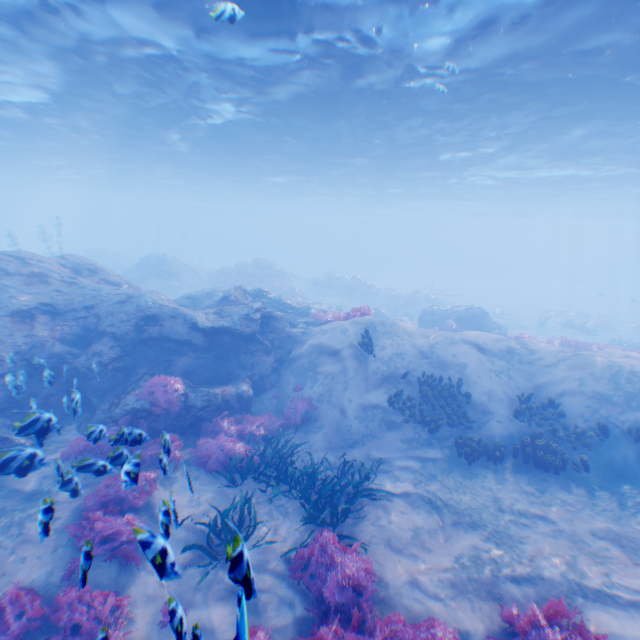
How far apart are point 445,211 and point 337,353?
52.6 meters

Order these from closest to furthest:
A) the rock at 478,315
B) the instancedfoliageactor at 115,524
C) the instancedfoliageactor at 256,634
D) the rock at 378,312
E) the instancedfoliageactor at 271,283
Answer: the instancedfoliageactor at 256,634 < the instancedfoliageactor at 115,524 < the rock at 478,315 < the rock at 378,312 < the instancedfoliageactor at 271,283

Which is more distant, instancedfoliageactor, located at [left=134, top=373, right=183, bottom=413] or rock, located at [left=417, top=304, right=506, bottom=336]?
rock, located at [left=417, top=304, right=506, bottom=336]

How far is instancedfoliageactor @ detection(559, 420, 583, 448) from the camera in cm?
900

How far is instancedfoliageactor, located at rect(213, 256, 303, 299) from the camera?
31.6m

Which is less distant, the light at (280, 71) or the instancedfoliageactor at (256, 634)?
the instancedfoliageactor at (256, 634)

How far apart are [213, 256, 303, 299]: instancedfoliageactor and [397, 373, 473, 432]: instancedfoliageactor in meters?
22.6

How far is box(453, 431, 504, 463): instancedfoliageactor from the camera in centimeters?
920cm
